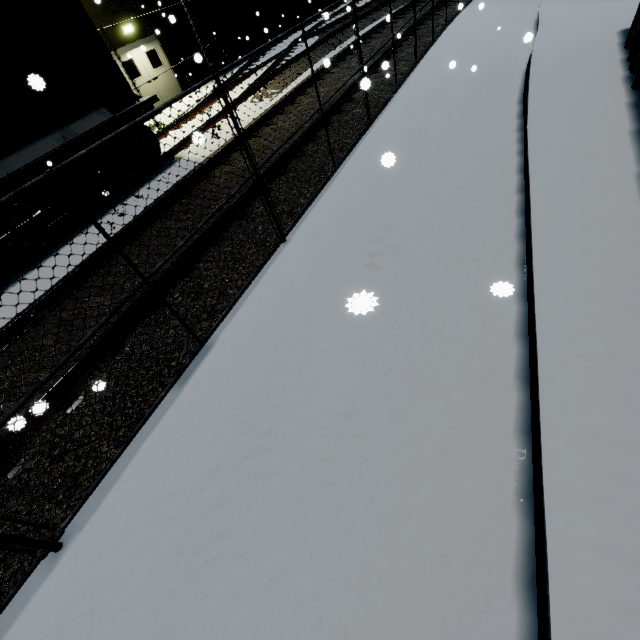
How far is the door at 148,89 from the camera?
15.6 meters

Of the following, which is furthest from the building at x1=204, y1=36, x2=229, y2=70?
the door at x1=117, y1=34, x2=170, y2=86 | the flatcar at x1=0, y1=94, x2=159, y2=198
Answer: the flatcar at x1=0, y1=94, x2=159, y2=198

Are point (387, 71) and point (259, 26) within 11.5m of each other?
no

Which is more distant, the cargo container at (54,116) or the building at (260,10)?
the building at (260,10)

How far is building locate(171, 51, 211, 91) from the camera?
16.6 meters

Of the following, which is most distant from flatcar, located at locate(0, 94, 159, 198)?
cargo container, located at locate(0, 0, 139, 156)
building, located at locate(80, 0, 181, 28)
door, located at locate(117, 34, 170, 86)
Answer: door, located at locate(117, 34, 170, 86)

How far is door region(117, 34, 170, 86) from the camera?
14.6 meters
